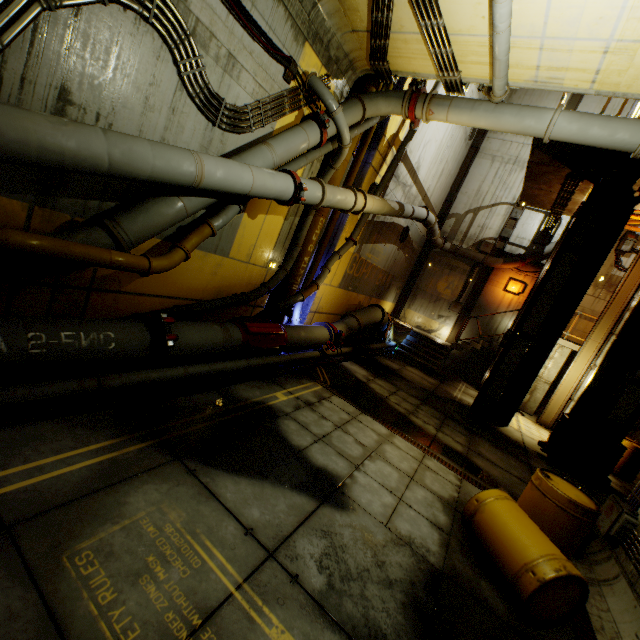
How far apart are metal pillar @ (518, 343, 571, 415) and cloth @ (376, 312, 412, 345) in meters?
5.3

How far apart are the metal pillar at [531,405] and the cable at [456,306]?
4.0 meters

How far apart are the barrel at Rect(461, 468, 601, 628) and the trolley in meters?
5.1

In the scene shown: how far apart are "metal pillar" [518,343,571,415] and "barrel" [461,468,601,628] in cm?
1103

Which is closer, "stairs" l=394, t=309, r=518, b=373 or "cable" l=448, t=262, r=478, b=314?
"stairs" l=394, t=309, r=518, b=373

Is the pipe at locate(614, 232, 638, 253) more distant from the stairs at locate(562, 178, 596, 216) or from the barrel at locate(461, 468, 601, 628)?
the barrel at locate(461, 468, 601, 628)

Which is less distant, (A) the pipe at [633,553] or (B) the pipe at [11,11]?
(B) the pipe at [11,11]

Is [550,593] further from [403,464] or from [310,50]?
[310,50]
